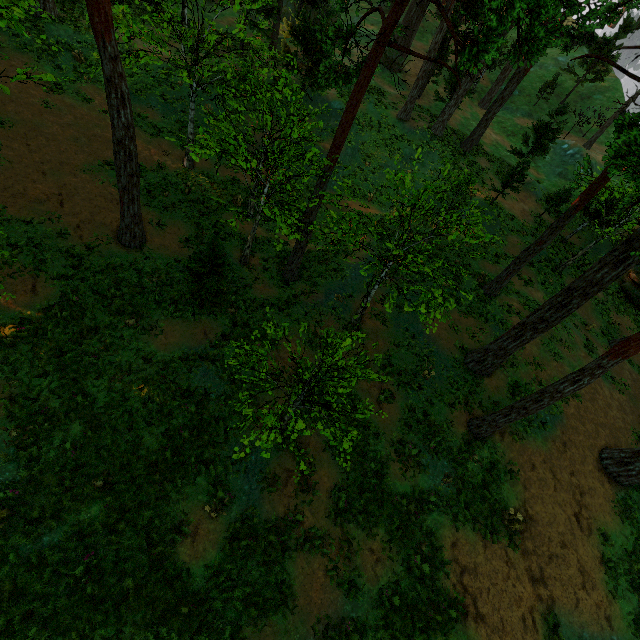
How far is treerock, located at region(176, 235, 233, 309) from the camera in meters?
11.0 m

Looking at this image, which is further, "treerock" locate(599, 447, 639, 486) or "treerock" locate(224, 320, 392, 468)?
"treerock" locate(599, 447, 639, 486)

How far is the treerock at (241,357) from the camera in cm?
701

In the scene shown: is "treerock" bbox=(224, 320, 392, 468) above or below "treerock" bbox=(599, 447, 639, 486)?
above

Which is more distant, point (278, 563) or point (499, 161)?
point (499, 161)

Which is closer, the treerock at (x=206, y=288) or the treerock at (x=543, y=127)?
the treerock at (x=206, y=288)

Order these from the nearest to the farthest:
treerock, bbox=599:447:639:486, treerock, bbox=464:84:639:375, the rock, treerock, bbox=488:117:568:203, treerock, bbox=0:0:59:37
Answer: treerock, bbox=0:0:59:37 → treerock, bbox=464:84:639:375 → treerock, bbox=599:447:639:486 → treerock, bbox=488:117:568:203 → the rock
